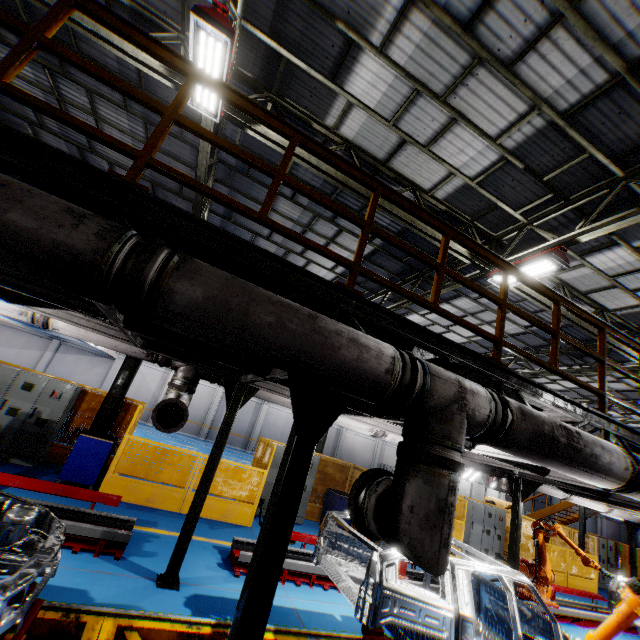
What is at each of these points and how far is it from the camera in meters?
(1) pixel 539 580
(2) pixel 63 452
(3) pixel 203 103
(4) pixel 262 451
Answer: (1) robot arm, 9.3 m
(2) metal panel, 9.3 m
(3) light, 5.8 m
(4) metal panel, 10.8 m

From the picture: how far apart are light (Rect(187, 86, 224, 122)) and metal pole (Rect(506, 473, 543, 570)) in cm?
1087

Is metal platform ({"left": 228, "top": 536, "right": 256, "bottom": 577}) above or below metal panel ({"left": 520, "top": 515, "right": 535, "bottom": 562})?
below

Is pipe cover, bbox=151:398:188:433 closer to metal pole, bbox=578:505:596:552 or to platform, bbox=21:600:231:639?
platform, bbox=21:600:231:639

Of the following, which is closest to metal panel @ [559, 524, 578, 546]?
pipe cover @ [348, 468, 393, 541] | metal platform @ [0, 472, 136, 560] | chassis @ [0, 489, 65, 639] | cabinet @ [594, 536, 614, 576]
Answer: cabinet @ [594, 536, 614, 576]

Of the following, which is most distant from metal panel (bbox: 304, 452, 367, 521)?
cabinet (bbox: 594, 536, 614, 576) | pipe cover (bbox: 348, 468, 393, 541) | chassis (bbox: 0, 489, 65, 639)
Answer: chassis (bbox: 0, 489, 65, 639)

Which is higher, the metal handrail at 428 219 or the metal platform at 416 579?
the metal handrail at 428 219

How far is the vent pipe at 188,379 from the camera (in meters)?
6.06
